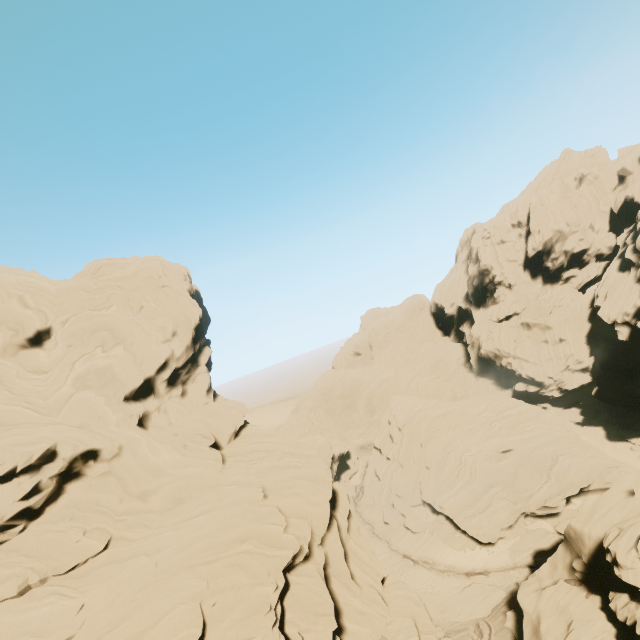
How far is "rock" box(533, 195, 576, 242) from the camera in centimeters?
5900cm

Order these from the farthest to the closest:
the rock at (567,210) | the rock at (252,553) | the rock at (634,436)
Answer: the rock at (567,210) < the rock at (634,436) < the rock at (252,553)

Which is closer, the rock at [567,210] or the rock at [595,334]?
the rock at [595,334]

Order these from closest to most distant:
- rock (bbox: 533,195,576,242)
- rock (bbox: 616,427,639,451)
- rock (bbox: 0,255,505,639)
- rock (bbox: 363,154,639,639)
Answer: rock (bbox: 0,255,505,639) < rock (bbox: 363,154,639,639) < rock (bbox: 616,427,639,451) < rock (bbox: 533,195,576,242)

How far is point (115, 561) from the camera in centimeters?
1945cm

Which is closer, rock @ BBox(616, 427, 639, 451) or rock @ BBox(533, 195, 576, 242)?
rock @ BBox(616, 427, 639, 451)
